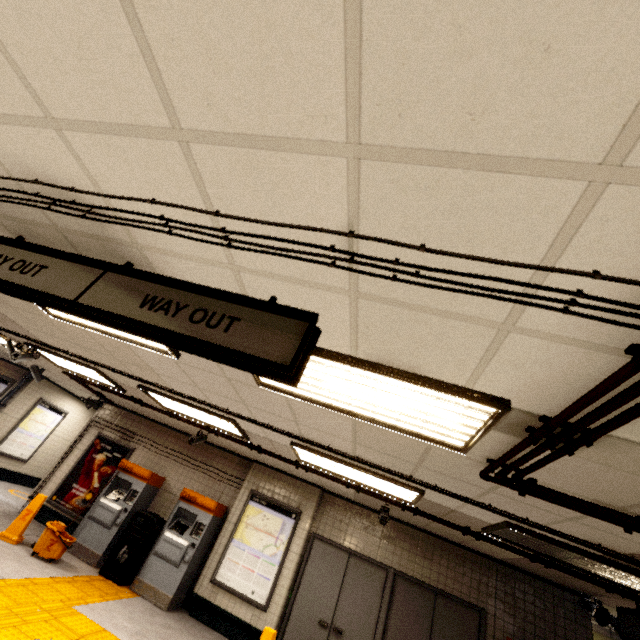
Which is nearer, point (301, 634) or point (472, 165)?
point (472, 165)

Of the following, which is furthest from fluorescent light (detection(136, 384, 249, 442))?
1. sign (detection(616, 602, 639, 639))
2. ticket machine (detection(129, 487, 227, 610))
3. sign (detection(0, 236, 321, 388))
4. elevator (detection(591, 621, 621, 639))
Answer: elevator (detection(591, 621, 621, 639))

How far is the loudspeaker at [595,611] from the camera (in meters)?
5.58

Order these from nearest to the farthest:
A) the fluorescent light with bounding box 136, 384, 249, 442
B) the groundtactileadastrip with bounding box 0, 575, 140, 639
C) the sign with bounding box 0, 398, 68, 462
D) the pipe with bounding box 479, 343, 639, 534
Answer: the pipe with bounding box 479, 343, 639, 534, the groundtactileadastrip with bounding box 0, 575, 140, 639, the fluorescent light with bounding box 136, 384, 249, 442, the sign with bounding box 0, 398, 68, 462

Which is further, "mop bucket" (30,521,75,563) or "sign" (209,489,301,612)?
"sign" (209,489,301,612)

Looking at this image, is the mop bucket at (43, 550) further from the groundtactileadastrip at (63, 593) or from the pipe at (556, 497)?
the pipe at (556, 497)

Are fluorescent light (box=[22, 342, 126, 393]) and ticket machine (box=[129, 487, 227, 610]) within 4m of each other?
yes

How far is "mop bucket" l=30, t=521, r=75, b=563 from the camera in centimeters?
570cm
